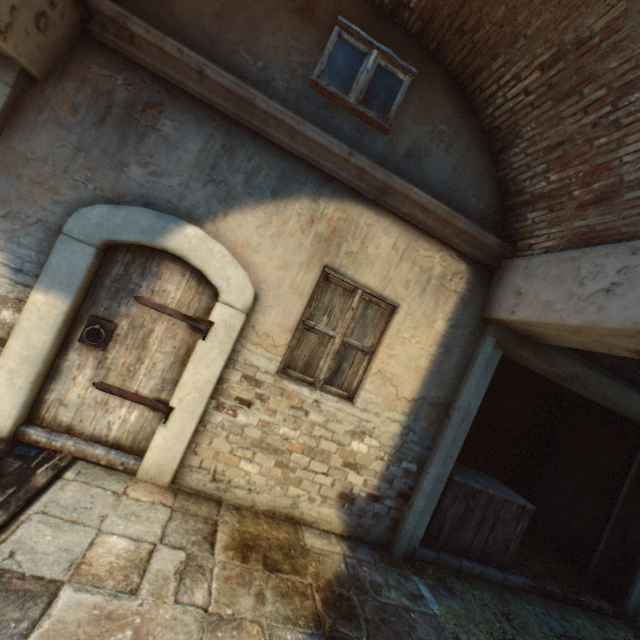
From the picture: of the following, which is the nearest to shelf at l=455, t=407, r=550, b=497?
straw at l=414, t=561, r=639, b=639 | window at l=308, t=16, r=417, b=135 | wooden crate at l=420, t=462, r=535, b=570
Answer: wooden crate at l=420, t=462, r=535, b=570

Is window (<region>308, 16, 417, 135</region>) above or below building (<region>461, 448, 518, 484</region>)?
above

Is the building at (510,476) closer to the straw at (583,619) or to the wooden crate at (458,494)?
the straw at (583,619)

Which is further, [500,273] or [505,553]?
[505,553]

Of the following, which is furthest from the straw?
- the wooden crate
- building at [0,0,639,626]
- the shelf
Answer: the shelf

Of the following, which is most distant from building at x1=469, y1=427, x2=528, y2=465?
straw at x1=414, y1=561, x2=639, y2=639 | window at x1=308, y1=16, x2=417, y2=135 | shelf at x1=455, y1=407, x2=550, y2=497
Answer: shelf at x1=455, y1=407, x2=550, y2=497

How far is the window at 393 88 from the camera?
3.4 meters

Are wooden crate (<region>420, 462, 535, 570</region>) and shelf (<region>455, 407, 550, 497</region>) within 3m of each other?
yes
